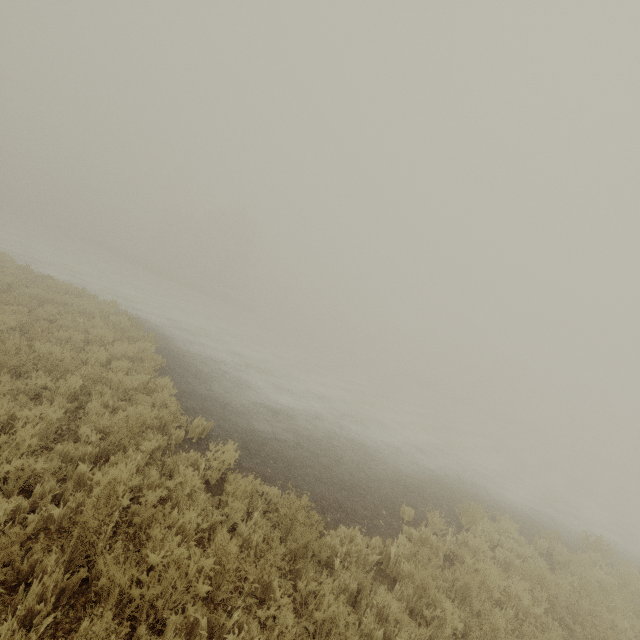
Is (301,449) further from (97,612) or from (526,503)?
(526,503)
